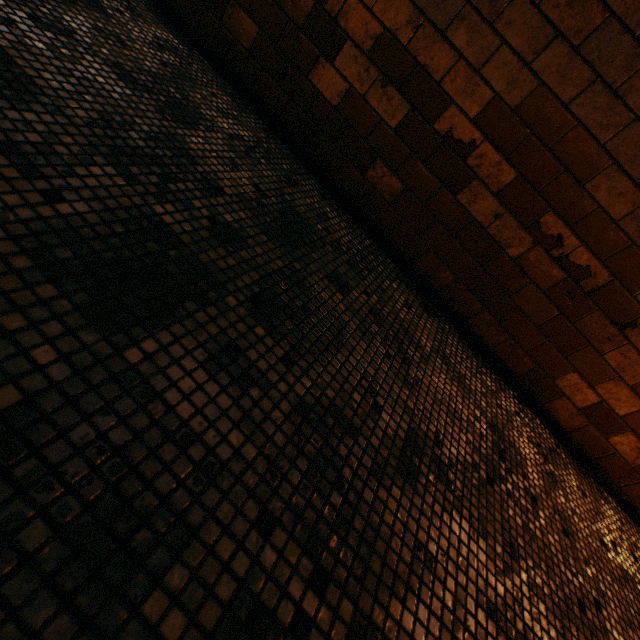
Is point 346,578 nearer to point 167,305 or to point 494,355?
point 167,305
